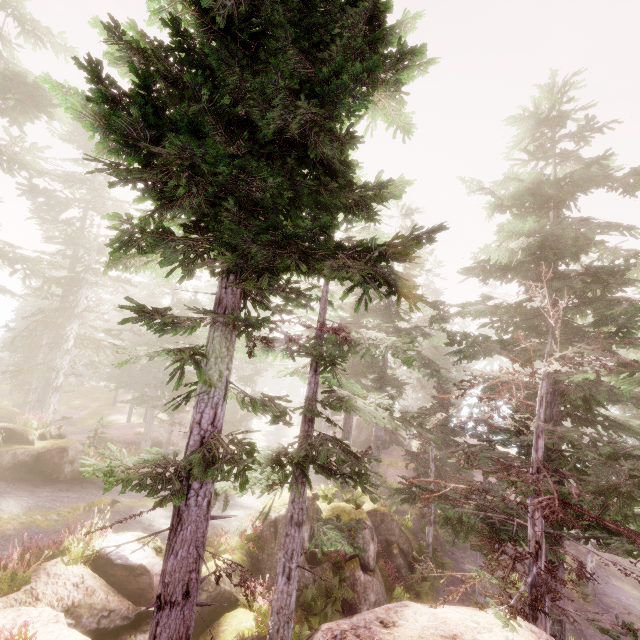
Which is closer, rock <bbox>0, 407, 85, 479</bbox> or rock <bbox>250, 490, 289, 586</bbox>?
rock <bbox>250, 490, 289, 586</bbox>

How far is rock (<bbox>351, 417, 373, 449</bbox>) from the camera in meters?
37.9

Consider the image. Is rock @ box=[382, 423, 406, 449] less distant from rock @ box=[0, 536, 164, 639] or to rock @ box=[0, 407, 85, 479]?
rock @ box=[0, 536, 164, 639]

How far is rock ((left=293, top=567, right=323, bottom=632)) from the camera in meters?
12.6

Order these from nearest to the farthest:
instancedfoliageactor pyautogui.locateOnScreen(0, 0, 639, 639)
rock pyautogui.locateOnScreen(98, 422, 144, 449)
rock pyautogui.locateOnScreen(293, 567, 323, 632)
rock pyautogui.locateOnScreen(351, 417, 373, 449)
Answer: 1. instancedfoliageactor pyautogui.locateOnScreen(0, 0, 639, 639)
2. rock pyautogui.locateOnScreen(293, 567, 323, 632)
3. rock pyautogui.locateOnScreen(98, 422, 144, 449)
4. rock pyautogui.locateOnScreen(351, 417, 373, 449)

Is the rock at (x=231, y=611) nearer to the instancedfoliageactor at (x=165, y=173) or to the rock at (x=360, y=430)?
the instancedfoliageactor at (x=165, y=173)

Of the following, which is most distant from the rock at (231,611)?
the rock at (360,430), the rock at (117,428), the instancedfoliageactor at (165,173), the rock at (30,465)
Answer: the rock at (117,428)

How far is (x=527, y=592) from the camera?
5.4m
